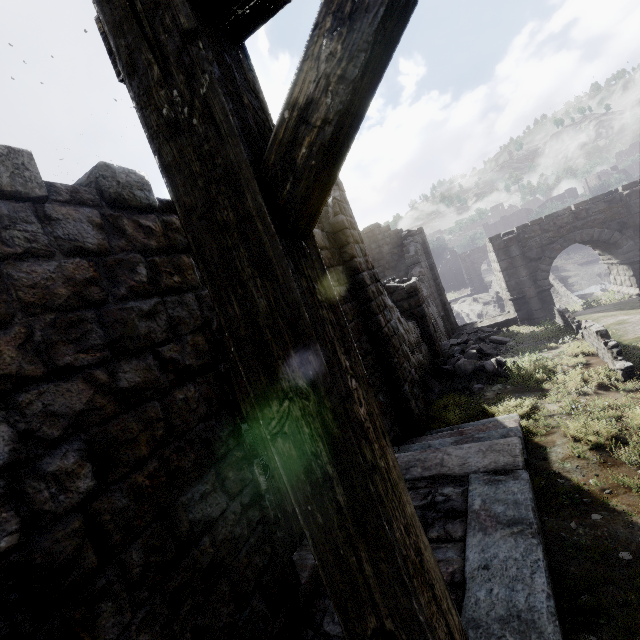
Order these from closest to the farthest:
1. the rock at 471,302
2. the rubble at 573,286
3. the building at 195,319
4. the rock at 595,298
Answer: the building at 195,319 < the rock at 595,298 < the rubble at 573,286 < the rock at 471,302

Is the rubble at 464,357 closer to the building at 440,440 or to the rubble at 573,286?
the building at 440,440

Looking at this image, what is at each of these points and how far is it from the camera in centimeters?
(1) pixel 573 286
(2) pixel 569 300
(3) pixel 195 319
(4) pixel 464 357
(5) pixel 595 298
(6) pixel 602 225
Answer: (1) rubble, 3722cm
(2) bridge, 2586cm
(3) building, 325cm
(4) rubble, 1200cm
(5) rock, 2509cm
(6) stone arch, 1672cm

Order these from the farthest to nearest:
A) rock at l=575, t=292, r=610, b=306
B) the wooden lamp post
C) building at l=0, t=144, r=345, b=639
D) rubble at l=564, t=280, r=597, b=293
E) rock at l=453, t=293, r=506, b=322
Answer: rock at l=453, t=293, r=506, b=322, rubble at l=564, t=280, r=597, b=293, rock at l=575, t=292, r=610, b=306, building at l=0, t=144, r=345, b=639, the wooden lamp post

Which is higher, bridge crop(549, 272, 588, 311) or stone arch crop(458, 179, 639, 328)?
stone arch crop(458, 179, 639, 328)

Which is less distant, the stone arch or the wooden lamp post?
the wooden lamp post

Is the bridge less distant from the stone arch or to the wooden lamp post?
the stone arch

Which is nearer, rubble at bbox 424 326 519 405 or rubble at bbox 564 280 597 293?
rubble at bbox 424 326 519 405
